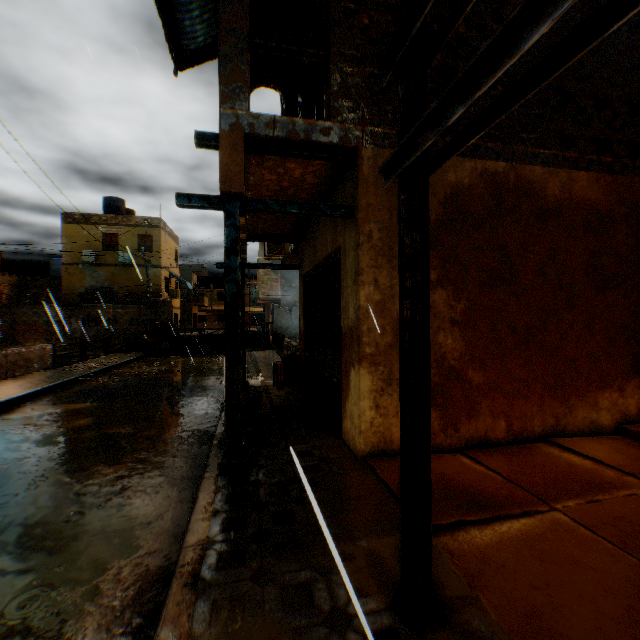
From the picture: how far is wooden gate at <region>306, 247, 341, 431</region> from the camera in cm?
516

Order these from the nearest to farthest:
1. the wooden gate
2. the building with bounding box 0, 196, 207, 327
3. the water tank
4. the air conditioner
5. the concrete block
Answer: the wooden gate
the air conditioner
the concrete block
the building with bounding box 0, 196, 207, 327
the water tank

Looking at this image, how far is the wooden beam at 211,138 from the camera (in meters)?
3.62

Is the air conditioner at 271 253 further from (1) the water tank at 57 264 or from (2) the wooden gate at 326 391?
(1) the water tank at 57 264

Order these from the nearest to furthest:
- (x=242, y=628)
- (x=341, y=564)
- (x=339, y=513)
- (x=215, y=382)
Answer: (x=341, y=564), (x=242, y=628), (x=339, y=513), (x=215, y=382)

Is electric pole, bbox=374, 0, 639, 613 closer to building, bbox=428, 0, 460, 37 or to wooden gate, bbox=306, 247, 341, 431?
building, bbox=428, 0, 460, 37

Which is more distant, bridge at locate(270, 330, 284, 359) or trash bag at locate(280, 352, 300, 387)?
bridge at locate(270, 330, 284, 359)

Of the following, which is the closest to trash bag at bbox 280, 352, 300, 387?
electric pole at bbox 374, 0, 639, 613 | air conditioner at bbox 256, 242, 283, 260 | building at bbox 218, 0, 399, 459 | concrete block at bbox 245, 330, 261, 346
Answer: building at bbox 218, 0, 399, 459
